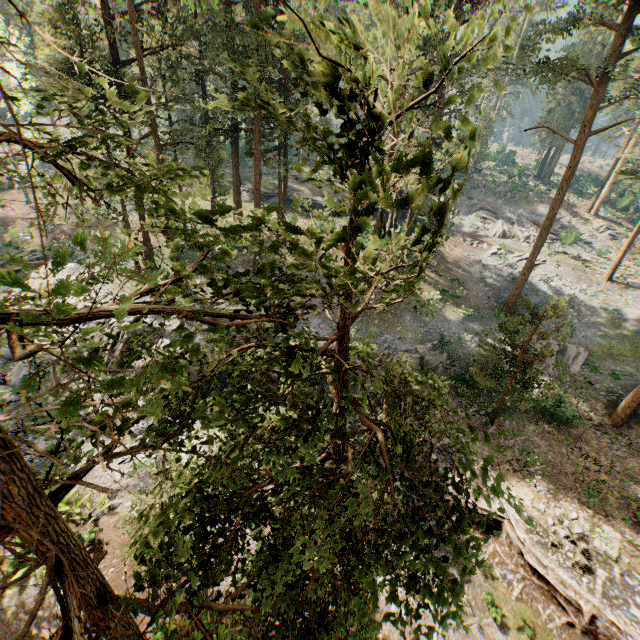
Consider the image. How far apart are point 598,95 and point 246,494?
32.23m

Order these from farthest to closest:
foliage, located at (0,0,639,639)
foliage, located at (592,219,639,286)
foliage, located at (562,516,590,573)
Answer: foliage, located at (592,219,639,286) → foliage, located at (562,516,590,573) → foliage, located at (0,0,639,639)

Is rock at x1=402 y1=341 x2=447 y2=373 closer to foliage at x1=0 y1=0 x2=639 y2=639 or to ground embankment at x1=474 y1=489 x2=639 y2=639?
ground embankment at x1=474 y1=489 x2=639 y2=639

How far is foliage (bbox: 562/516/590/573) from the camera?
14.6m

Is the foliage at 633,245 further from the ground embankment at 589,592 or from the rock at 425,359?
the rock at 425,359

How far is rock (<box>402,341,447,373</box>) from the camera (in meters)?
23.89

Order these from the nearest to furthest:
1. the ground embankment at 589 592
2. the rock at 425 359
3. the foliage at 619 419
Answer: the ground embankment at 589 592
the foliage at 619 419
the rock at 425 359

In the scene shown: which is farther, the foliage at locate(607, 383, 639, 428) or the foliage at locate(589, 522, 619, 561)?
the foliage at locate(607, 383, 639, 428)
